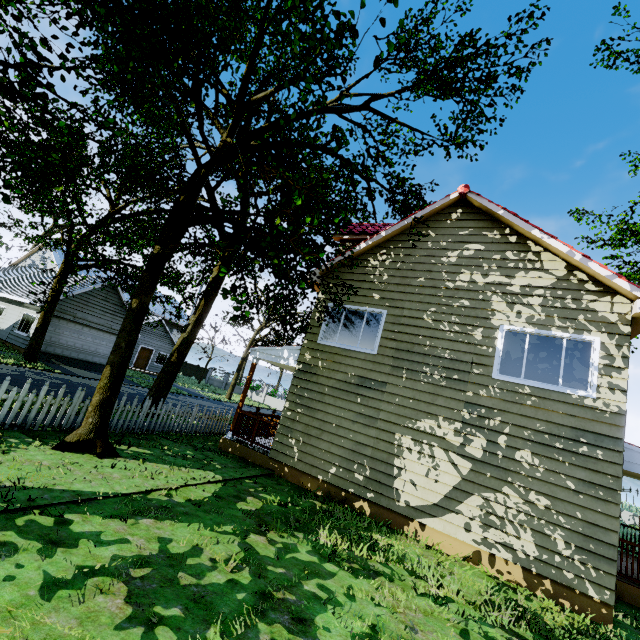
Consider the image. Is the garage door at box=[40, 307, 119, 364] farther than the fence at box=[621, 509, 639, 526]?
No

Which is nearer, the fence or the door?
the fence

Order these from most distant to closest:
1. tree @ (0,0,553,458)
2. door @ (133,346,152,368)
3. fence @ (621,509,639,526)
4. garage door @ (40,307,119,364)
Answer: door @ (133,346,152,368) < fence @ (621,509,639,526) < garage door @ (40,307,119,364) < tree @ (0,0,553,458)

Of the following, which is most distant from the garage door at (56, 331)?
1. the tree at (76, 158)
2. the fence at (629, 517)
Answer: the fence at (629, 517)

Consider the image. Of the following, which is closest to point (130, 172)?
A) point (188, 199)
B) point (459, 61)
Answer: point (188, 199)

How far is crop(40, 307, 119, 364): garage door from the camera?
21.05m

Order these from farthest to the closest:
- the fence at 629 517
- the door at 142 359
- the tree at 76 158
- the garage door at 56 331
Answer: the door at 142 359
the fence at 629 517
the garage door at 56 331
the tree at 76 158

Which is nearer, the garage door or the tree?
the tree
